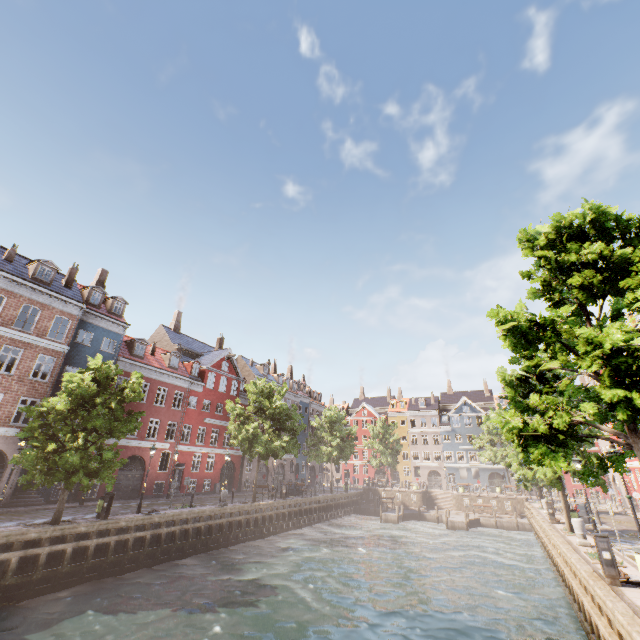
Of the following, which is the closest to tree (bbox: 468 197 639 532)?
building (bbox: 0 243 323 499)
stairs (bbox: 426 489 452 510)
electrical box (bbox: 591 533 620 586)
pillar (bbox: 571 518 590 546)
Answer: pillar (bbox: 571 518 590 546)

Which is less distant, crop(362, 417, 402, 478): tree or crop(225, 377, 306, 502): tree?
crop(225, 377, 306, 502): tree

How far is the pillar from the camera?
14.7 meters

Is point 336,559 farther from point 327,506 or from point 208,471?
point 208,471

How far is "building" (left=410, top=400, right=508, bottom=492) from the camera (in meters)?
54.16

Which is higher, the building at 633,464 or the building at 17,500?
the building at 633,464

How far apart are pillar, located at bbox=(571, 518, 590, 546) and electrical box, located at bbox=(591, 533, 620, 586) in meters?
6.5

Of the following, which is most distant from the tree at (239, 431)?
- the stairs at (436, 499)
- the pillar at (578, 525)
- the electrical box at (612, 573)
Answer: the stairs at (436, 499)
